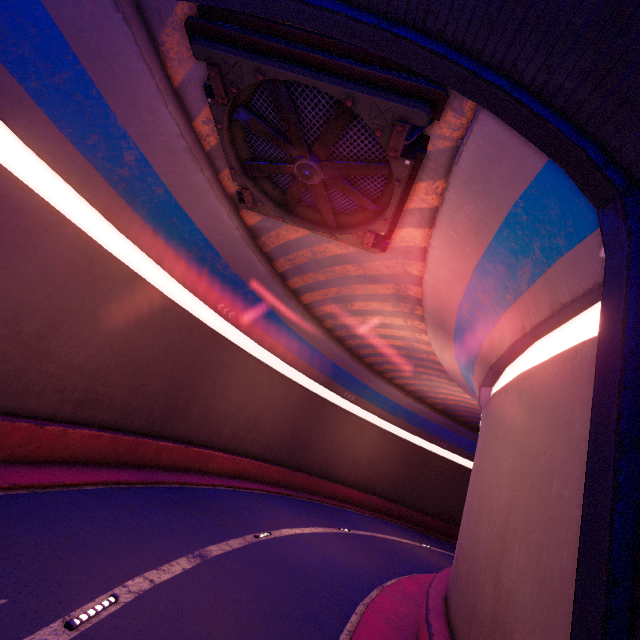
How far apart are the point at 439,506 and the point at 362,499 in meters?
10.8 m

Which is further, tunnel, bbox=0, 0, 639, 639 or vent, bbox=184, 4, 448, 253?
vent, bbox=184, 4, 448, 253

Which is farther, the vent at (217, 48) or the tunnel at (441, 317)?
the vent at (217, 48)
